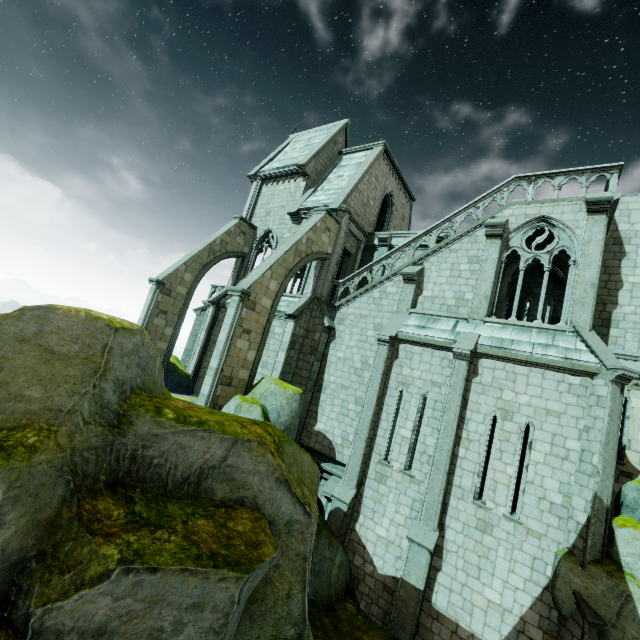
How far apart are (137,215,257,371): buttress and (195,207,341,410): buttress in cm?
590

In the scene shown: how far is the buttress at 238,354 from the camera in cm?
1291

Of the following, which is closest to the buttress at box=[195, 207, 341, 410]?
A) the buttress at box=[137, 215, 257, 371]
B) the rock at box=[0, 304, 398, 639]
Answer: the rock at box=[0, 304, 398, 639]

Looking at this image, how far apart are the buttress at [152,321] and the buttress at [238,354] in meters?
5.9

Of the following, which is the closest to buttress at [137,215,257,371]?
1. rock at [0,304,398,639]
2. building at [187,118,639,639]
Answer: building at [187,118,639,639]

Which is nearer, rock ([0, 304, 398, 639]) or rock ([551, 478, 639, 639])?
rock ([0, 304, 398, 639])

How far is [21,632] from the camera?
3.4 meters
